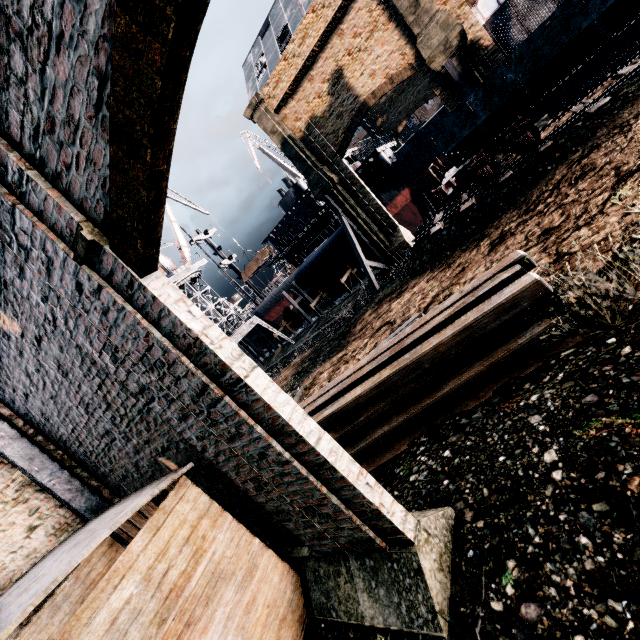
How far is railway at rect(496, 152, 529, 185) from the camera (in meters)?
15.23

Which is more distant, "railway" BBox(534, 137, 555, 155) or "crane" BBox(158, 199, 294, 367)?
"crane" BBox(158, 199, 294, 367)

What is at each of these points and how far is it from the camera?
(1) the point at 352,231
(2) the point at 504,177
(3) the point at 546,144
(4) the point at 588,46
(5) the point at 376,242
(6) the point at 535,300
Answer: (1) wooden brace, 28.4 meters
(2) railway, 15.5 meters
(3) railway, 14.5 meters
(4) rail car, 12.9 meters
(5) building, 28.9 meters
(6) wood pile, 5.9 meters

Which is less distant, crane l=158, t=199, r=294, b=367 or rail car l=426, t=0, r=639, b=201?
rail car l=426, t=0, r=639, b=201

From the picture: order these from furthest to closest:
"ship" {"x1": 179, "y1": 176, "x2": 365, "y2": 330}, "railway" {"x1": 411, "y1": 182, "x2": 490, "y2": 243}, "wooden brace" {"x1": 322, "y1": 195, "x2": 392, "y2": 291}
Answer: "ship" {"x1": 179, "y1": 176, "x2": 365, "y2": 330} < "wooden brace" {"x1": 322, "y1": 195, "x2": 392, "y2": 291} < "railway" {"x1": 411, "y1": 182, "x2": 490, "y2": 243}

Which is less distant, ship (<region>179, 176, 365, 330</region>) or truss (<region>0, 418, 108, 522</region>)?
truss (<region>0, 418, 108, 522</region>)

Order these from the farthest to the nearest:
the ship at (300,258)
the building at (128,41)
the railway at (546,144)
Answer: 1. the ship at (300,258)
2. the railway at (546,144)
3. the building at (128,41)

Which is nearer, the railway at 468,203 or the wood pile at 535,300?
the wood pile at 535,300
